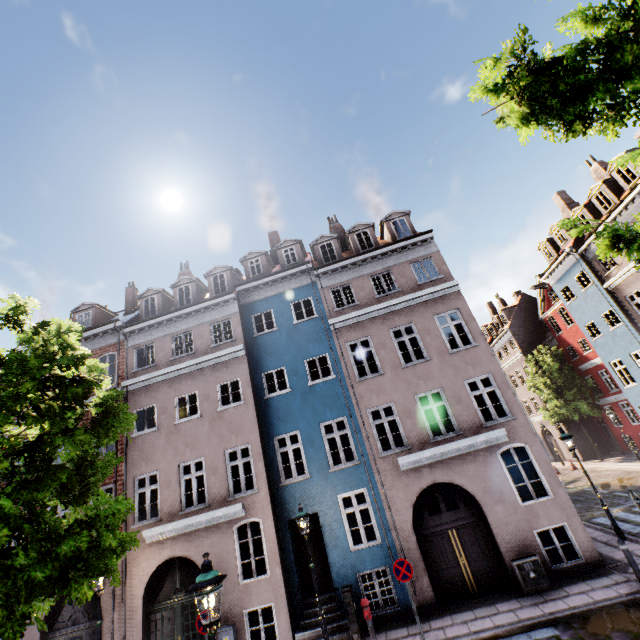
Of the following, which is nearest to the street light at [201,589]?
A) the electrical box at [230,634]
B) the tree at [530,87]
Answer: the tree at [530,87]

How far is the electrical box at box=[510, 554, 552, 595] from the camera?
9.52m

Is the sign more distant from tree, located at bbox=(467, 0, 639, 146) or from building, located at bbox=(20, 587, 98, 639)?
tree, located at bbox=(467, 0, 639, 146)

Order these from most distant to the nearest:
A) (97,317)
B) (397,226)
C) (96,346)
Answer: (97,317)
(397,226)
(96,346)

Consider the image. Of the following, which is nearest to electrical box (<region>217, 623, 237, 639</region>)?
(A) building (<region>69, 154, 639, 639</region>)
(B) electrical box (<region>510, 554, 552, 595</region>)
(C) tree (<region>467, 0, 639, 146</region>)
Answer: (A) building (<region>69, 154, 639, 639</region>)

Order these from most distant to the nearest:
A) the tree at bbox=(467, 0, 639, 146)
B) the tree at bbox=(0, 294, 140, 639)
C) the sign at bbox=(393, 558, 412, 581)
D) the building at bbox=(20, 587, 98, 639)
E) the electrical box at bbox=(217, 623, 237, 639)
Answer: the building at bbox=(20, 587, 98, 639)
the electrical box at bbox=(217, 623, 237, 639)
the sign at bbox=(393, 558, 412, 581)
the tree at bbox=(0, 294, 140, 639)
the tree at bbox=(467, 0, 639, 146)

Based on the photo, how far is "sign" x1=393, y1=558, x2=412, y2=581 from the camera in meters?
9.1 m

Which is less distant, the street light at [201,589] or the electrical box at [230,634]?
the street light at [201,589]
